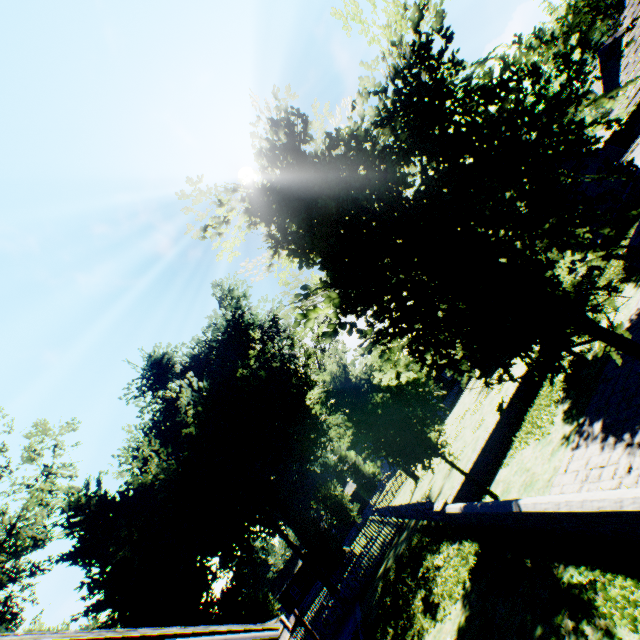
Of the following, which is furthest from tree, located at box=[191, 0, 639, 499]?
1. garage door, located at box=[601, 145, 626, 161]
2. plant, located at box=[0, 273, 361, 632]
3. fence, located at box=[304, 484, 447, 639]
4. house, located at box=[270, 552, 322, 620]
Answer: house, located at box=[270, 552, 322, 620]

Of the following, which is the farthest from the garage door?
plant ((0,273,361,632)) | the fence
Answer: plant ((0,273,361,632))

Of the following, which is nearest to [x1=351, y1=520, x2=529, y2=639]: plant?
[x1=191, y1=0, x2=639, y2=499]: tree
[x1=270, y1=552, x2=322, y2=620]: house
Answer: [x1=270, y1=552, x2=322, y2=620]: house

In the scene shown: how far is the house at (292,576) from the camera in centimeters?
4994cm

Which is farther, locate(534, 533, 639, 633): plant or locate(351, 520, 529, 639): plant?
locate(351, 520, 529, 639): plant

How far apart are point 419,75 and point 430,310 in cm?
261

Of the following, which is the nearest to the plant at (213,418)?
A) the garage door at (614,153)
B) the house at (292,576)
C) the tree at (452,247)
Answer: the house at (292,576)

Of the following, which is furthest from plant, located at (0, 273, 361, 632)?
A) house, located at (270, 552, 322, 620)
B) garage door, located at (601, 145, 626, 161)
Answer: garage door, located at (601, 145, 626, 161)
